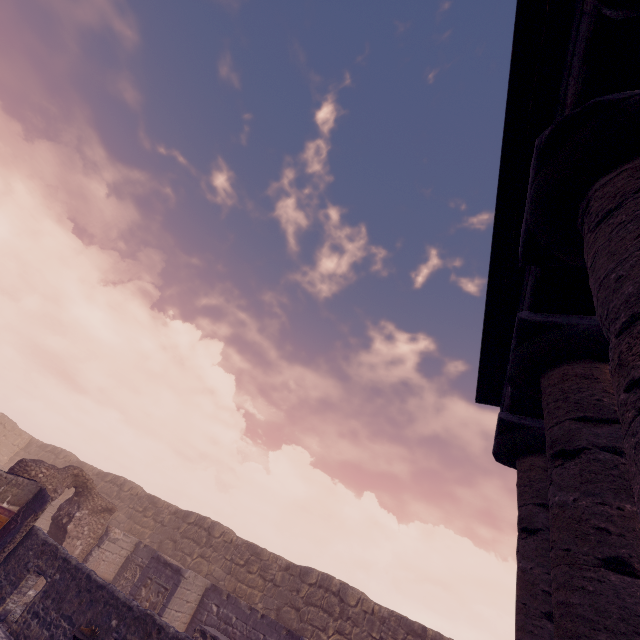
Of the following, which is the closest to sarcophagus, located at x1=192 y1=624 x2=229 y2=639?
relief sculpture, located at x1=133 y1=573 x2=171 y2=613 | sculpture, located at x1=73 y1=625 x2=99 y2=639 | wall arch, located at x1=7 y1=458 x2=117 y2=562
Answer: relief sculpture, located at x1=133 y1=573 x2=171 y2=613

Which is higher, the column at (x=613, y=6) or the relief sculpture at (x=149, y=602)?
the column at (x=613, y=6)

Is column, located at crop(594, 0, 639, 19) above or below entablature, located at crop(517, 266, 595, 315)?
below

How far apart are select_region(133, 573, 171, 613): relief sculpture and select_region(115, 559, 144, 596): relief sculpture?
1.8m

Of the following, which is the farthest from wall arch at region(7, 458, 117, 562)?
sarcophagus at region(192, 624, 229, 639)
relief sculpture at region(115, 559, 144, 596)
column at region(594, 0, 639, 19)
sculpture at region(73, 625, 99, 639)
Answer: column at region(594, 0, 639, 19)

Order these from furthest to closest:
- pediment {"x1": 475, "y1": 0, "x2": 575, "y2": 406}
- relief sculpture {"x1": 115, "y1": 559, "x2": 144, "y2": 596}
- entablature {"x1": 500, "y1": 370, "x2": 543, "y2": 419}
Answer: relief sculpture {"x1": 115, "y1": 559, "x2": 144, "y2": 596}, entablature {"x1": 500, "y1": 370, "x2": 543, "y2": 419}, pediment {"x1": 475, "y1": 0, "x2": 575, "y2": 406}

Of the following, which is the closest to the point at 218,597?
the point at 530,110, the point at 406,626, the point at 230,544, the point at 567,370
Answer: the point at 230,544

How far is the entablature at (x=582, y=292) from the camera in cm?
329
